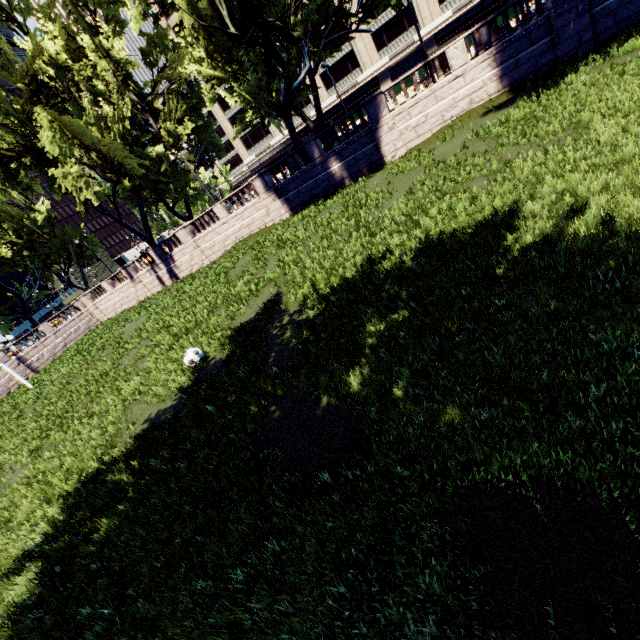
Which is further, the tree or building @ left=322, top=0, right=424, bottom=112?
building @ left=322, top=0, right=424, bottom=112

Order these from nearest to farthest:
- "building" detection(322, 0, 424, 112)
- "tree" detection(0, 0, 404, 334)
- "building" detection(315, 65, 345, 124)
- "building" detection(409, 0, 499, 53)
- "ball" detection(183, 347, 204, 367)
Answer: "ball" detection(183, 347, 204, 367) < "tree" detection(0, 0, 404, 334) < "building" detection(409, 0, 499, 53) < "building" detection(322, 0, 424, 112) < "building" detection(315, 65, 345, 124)

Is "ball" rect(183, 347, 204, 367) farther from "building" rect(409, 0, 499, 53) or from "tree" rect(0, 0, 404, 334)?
"building" rect(409, 0, 499, 53)

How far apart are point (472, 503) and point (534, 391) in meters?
1.6 m

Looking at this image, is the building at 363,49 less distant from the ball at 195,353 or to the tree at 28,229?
the tree at 28,229

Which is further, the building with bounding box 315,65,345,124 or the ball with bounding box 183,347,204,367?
the building with bounding box 315,65,345,124

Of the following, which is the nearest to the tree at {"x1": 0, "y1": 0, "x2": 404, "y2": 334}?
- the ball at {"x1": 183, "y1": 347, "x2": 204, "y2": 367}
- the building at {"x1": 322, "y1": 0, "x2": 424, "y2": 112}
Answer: the building at {"x1": 322, "y1": 0, "x2": 424, "y2": 112}

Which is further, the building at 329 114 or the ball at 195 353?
the building at 329 114
